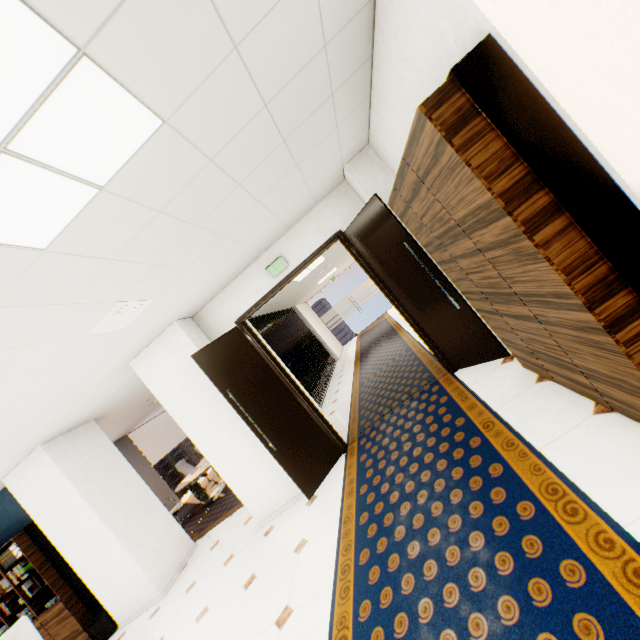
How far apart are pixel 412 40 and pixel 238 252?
2.66m

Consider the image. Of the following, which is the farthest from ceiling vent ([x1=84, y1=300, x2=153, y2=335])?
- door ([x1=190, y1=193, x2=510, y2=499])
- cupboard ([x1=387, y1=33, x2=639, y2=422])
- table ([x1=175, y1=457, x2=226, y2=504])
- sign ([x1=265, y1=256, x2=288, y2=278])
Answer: table ([x1=175, y1=457, x2=226, y2=504])

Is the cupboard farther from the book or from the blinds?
the book

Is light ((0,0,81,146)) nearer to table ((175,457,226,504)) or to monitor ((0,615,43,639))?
monitor ((0,615,43,639))

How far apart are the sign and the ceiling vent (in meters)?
1.65

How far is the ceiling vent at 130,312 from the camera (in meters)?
2.95

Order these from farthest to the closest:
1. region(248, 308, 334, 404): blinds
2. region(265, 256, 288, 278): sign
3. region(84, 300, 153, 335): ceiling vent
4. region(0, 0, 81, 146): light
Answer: region(248, 308, 334, 404): blinds → region(265, 256, 288, 278): sign → region(84, 300, 153, 335): ceiling vent → region(0, 0, 81, 146): light

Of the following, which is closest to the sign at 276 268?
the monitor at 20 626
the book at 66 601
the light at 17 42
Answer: the light at 17 42
